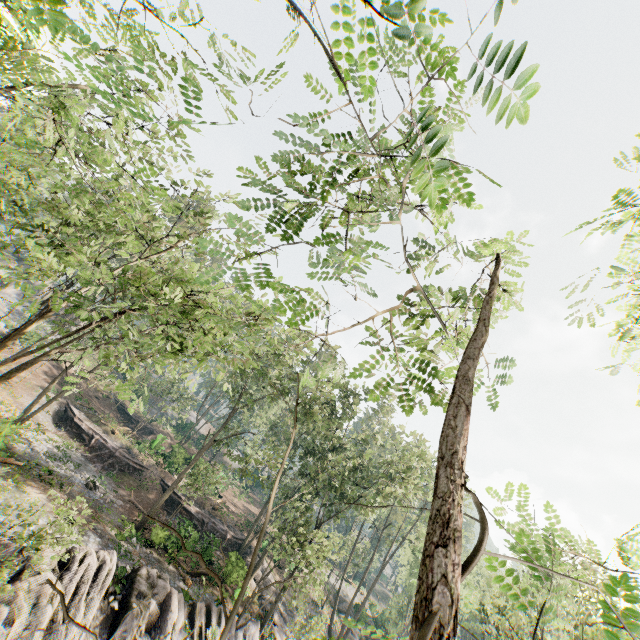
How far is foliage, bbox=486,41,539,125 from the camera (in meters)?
0.97

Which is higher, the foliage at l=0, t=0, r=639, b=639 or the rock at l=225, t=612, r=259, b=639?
the foliage at l=0, t=0, r=639, b=639

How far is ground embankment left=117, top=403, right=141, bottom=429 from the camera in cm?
4462

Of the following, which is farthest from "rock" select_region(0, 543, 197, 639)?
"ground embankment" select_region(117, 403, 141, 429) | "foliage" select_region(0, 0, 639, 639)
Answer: "ground embankment" select_region(117, 403, 141, 429)

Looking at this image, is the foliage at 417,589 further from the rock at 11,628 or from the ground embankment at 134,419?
the ground embankment at 134,419

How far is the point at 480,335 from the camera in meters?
2.5

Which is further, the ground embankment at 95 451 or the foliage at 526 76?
the ground embankment at 95 451

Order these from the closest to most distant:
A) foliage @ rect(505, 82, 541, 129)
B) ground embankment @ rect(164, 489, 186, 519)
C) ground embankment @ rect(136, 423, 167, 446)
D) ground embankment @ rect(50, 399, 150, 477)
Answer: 1. foliage @ rect(505, 82, 541, 129)
2. ground embankment @ rect(50, 399, 150, 477)
3. ground embankment @ rect(164, 489, 186, 519)
4. ground embankment @ rect(136, 423, 167, 446)
